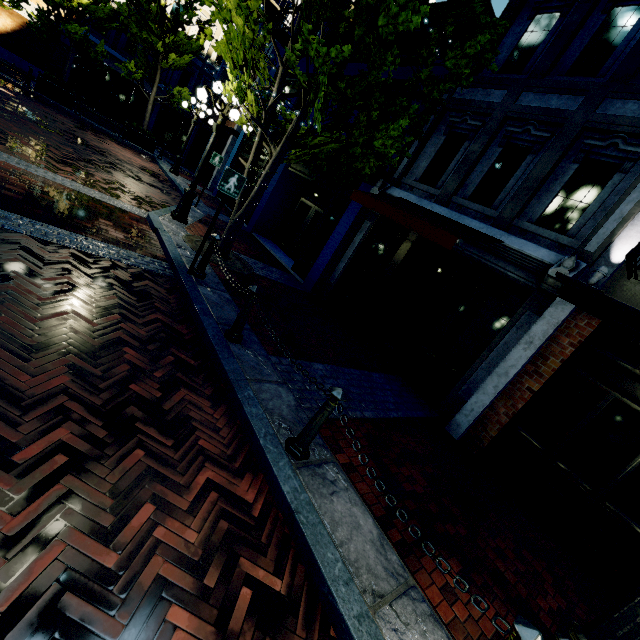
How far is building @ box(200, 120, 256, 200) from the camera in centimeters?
1554cm

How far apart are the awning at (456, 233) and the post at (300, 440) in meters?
3.3

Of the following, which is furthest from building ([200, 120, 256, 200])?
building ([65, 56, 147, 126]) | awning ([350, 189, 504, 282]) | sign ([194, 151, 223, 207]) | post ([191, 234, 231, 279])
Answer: post ([191, 234, 231, 279])

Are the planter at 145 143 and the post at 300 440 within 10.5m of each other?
no

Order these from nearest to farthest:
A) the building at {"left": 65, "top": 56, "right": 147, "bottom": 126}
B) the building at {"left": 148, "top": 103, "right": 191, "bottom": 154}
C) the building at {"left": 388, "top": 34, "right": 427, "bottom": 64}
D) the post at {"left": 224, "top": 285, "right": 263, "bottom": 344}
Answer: the post at {"left": 224, "top": 285, "right": 263, "bottom": 344}, the building at {"left": 388, "top": 34, "right": 427, "bottom": 64}, the building at {"left": 65, "top": 56, "right": 147, "bottom": 126}, the building at {"left": 148, "top": 103, "right": 191, "bottom": 154}

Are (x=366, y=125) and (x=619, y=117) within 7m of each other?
yes

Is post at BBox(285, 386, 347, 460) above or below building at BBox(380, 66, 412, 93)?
below

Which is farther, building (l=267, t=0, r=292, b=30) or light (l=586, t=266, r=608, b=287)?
building (l=267, t=0, r=292, b=30)
